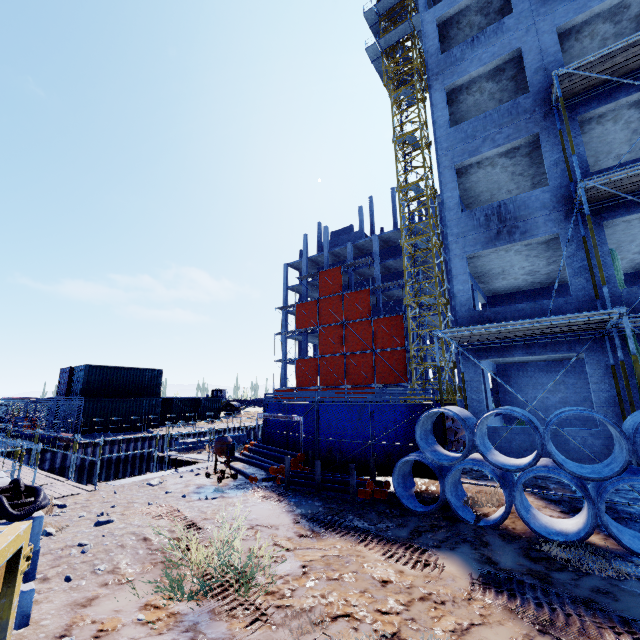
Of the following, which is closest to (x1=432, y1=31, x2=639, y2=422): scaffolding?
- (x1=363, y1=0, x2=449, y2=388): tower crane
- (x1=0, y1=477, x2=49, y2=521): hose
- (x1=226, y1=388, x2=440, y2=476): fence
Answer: (x1=226, y1=388, x2=440, y2=476): fence

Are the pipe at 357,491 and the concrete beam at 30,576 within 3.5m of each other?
no

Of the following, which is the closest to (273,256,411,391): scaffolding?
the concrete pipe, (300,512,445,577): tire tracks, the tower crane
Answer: (300,512,445,577): tire tracks

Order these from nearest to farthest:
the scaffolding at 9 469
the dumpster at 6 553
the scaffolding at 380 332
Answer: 1. the dumpster at 6 553
2. the scaffolding at 9 469
3. the scaffolding at 380 332

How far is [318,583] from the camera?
4.51m

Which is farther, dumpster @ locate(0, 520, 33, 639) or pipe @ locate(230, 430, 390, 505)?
pipe @ locate(230, 430, 390, 505)

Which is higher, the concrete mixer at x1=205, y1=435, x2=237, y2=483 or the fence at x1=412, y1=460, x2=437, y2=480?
the concrete mixer at x1=205, y1=435, x2=237, y2=483

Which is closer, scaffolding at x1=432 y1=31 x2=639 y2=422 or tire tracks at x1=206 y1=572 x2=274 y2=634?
tire tracks at x1=206 y1=572 x2=274 y2=634
